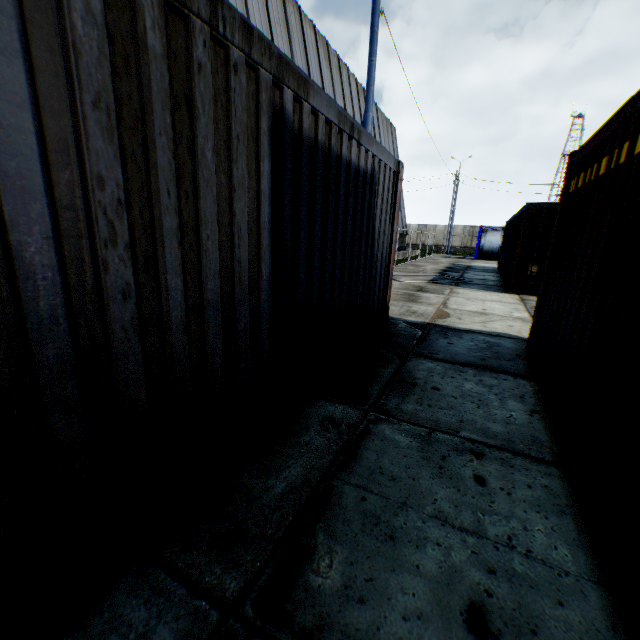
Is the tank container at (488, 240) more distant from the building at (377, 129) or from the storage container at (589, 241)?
the storage container at (589, 241)

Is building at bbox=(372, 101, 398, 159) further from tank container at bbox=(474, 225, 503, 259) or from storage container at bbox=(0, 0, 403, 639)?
tank container at bbox=(474, 225, 503, 259)

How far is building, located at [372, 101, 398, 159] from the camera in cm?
2380

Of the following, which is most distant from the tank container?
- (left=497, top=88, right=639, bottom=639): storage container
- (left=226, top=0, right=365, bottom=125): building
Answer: (left=497, top=88, right=639, bottom=639): storage container

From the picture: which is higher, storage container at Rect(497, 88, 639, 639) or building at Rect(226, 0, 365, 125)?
building at Rect(226, 0, 365, 125)

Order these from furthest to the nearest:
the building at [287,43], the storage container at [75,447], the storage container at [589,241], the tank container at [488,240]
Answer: the tank container at [488,240] < the building at [287,43] < the storage container at [589,241] < the storage container at [75,447]

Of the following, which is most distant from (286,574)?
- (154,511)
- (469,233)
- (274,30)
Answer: (469,233)

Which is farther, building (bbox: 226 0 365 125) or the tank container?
the tank container
